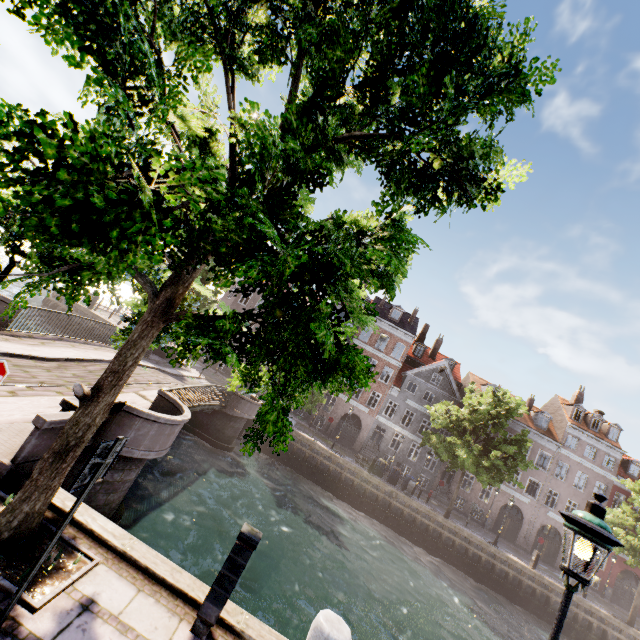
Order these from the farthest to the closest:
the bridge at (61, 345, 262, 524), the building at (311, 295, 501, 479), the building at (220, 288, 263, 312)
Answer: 1. the building at (220, 288, 263, 312)
2. the building at (311, 295, 501, 479)
3. the bridge at (61, 345, 262, 524)

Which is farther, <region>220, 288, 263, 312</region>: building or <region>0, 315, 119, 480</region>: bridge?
<region>220, 288, 263, 312</region>: building

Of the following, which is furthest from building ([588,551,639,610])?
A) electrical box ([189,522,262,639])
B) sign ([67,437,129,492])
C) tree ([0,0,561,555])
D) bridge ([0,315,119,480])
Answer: sign ([67,437,129,492])

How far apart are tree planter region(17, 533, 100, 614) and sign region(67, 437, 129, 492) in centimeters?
140cm

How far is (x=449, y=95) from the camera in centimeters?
306cm

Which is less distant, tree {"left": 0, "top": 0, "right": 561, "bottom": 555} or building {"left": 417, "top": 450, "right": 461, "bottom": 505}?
tree {"left": 0, "top": 0, "right": 561, "bottom": 555}

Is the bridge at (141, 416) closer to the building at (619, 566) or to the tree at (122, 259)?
the tree at (122, 259)
